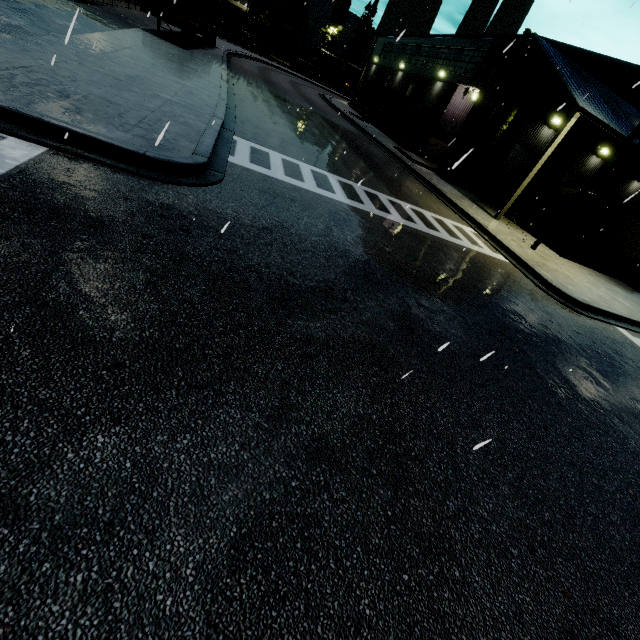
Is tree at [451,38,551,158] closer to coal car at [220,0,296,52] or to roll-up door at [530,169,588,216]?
coal car at [220,0,296,52]

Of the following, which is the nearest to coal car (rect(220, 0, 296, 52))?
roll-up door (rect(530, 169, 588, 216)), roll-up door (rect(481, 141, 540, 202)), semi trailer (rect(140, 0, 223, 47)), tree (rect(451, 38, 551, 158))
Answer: tree (rect(451, 38, 551, 158))

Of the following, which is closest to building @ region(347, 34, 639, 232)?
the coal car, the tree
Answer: the tree

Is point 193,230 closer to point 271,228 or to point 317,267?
point 271,228

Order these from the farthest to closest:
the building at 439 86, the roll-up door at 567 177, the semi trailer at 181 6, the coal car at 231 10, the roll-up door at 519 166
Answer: the coal car at 231 10 → the roll-up door at 567 177 → the roll-up door at 519 166 → the semi trailer at 181 6 → the building at 439 86

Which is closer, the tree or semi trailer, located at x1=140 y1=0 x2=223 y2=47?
the tree

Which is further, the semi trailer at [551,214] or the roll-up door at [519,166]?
the semi trailer at [551,214]

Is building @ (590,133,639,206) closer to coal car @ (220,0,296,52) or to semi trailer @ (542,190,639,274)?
semi trailer @ (542,190,639,274)
